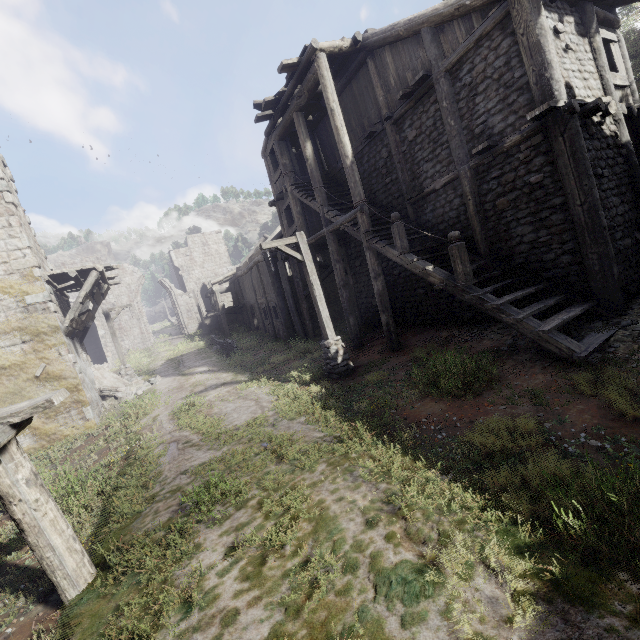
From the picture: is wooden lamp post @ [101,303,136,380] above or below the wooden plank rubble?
below

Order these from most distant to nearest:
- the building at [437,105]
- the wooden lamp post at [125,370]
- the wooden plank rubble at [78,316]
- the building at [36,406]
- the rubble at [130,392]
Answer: the wooden lamp post at [125,370] < the rubble at [130,392] < the wooden plank rubble at [78,316] < the building at [437,105] < the building at [36,406]

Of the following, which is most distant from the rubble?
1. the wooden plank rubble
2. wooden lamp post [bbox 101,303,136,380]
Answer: the wooden plank rubble

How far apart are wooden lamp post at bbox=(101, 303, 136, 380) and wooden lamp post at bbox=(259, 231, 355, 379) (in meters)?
13.15

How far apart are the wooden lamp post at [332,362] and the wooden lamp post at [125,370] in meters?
13.1

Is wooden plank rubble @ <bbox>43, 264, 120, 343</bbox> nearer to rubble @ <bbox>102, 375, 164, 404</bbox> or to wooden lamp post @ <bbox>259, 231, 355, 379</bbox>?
rubble @ <bbox>102, 375, 164, 404</bbox>

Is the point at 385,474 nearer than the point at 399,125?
Yes

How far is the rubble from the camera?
15.9m
